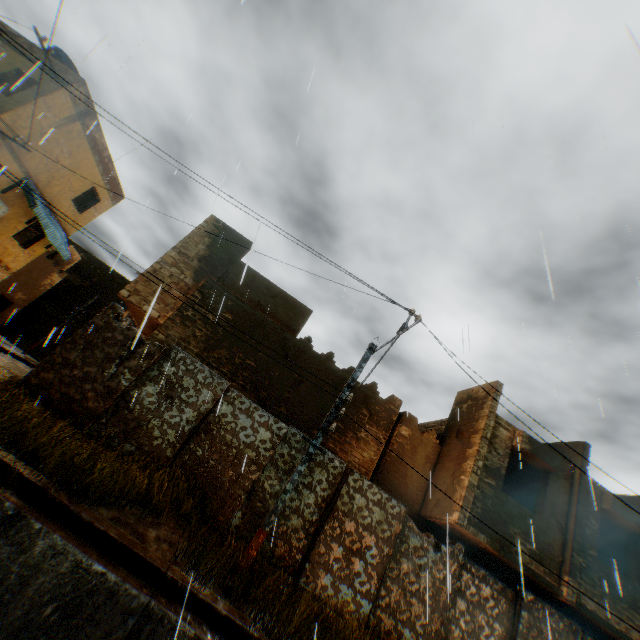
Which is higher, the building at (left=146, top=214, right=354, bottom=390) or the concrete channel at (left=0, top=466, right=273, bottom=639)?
the building at (left=146, top=214, right=354, bottom=390)

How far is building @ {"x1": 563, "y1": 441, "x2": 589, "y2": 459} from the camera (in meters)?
11.20

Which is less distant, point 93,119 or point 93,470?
point 93,470

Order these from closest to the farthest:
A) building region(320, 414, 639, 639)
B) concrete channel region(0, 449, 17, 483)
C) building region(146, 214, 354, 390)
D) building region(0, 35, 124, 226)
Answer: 1. concrete channel region(0, 449, 17, 483)
2. building region(320, 414, 639, 639)
3. building region(146, 214, 354, 390)
4. building region(0, 35, 124, 226)

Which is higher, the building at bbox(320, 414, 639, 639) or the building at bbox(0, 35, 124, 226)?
the building at bbox(0, 35, 124, 226)

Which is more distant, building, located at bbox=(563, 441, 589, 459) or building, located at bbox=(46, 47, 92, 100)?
building, located at bbox=(46, 47, 92, 100)

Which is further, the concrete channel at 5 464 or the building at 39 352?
the building at 39 352

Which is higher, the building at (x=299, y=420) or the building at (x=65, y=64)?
the building at (x=65, y=64)
